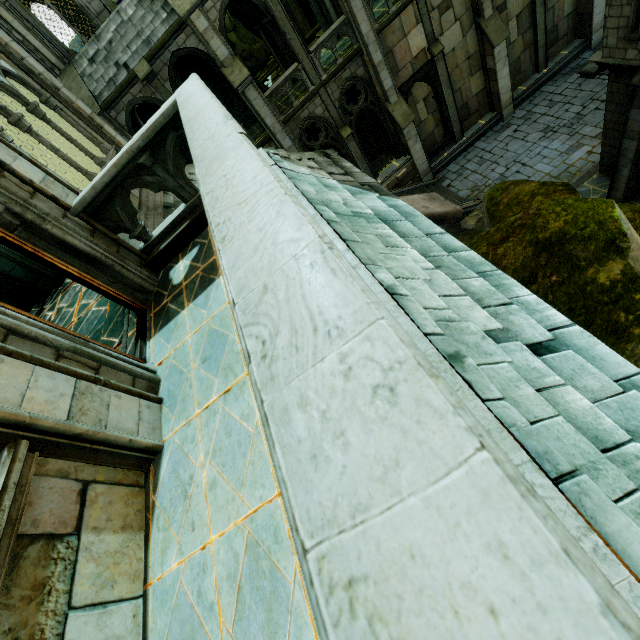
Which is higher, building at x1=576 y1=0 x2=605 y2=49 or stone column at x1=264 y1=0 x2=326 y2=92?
stone column at x1=264 y1=0 x2=326 y2=92

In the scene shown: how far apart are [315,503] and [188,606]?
2.2 meters

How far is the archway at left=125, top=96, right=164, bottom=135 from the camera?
14.36m

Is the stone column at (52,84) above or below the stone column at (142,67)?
above

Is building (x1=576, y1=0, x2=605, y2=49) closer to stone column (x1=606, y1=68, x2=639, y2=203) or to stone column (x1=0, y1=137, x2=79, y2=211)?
stone column (x1=606, y1=68, x2=639, y2=203)

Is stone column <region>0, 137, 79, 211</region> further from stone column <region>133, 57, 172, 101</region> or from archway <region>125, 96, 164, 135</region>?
archway <region>125, 96, 164, 135</region>

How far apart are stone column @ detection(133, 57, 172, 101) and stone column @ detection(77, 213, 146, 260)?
12.6m

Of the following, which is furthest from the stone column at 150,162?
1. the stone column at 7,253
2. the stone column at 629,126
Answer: the stone column at 629,126
